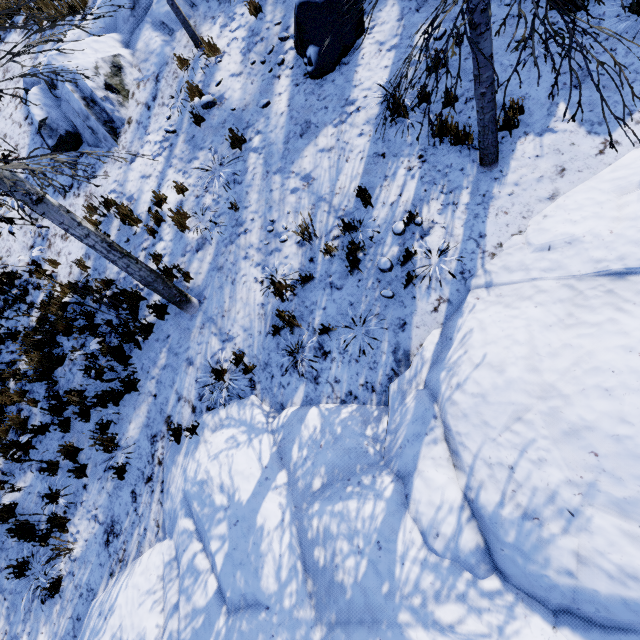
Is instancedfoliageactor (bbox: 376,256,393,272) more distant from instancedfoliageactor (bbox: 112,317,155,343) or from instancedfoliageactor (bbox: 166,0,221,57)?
instancedfoliageactor (bbox: 166,0,221,57)

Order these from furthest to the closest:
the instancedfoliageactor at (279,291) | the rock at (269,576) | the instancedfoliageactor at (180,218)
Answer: the instancedfoliageactor at (180,218) < the instancedfoliageactor at (279,291) < the rock at (269,576)

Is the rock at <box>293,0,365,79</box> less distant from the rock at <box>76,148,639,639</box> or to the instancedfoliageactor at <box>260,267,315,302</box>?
the instancedfoliageactor at <box>260,267,315,302</box>

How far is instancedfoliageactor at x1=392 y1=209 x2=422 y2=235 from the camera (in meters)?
4.89

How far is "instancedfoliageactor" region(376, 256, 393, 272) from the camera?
4.95m

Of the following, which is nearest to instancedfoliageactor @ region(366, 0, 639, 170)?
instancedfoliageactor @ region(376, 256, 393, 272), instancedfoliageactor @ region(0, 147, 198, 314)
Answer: instancedfoliageactor @ region(376, 256, 393, 272)

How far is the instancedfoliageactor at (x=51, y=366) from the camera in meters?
6.7 m

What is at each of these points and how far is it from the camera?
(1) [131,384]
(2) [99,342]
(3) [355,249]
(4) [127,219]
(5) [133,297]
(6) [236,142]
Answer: (1) instancedfoliageactor, 6.2 meters
(2) instancedfoliageactor, 6.6 meters
(3) instancedfoliageactor, 5.1 meters
(4) instancedfoliageactor, 6.9 meters
(5) instancedfoliageactor, 6.5 meters
(6) instancedfoliageactor, 6.5 meters
